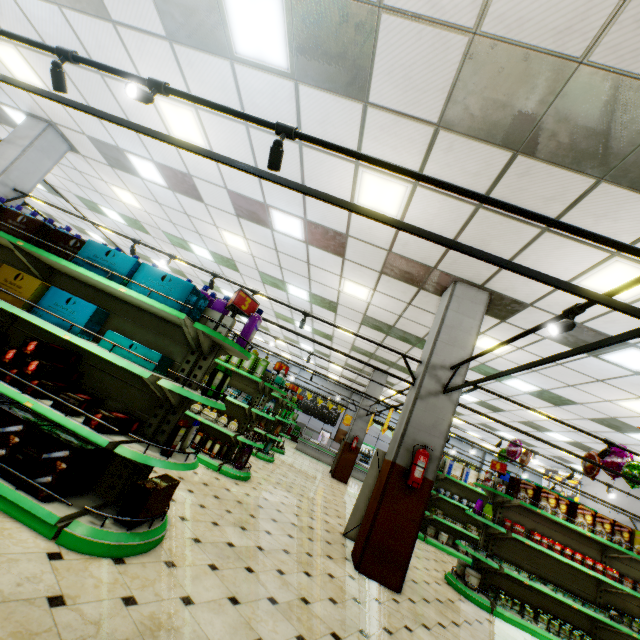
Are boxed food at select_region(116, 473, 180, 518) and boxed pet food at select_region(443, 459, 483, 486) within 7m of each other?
no

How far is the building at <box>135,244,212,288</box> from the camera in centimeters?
1290cm

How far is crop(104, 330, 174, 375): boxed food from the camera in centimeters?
304cm

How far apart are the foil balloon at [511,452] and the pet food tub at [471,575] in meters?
4.8

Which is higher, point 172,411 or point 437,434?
point 437,434

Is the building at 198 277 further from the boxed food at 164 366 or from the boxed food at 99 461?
the boxed food at 164 366

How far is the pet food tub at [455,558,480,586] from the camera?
5.87m

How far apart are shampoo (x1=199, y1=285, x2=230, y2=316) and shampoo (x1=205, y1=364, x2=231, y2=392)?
0.52m
